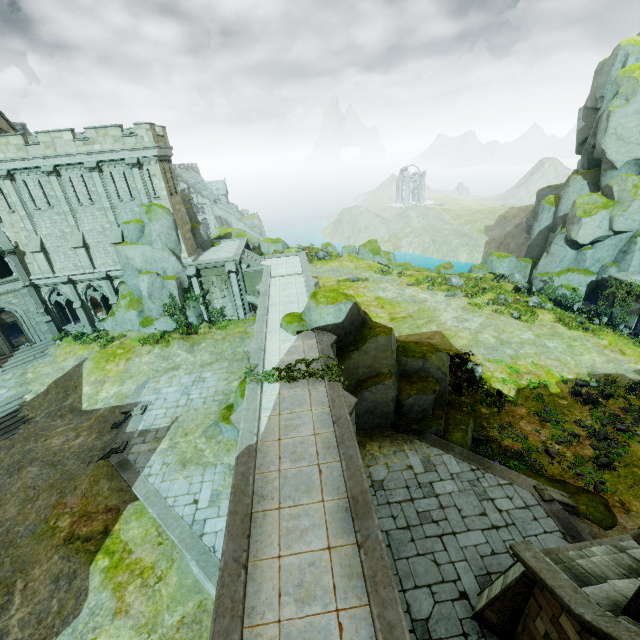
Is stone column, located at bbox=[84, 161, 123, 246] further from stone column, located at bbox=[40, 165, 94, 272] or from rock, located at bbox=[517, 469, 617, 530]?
rock, located at bbox=[517, 469, 617, 530]

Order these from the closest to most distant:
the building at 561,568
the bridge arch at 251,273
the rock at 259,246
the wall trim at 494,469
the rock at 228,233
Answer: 1. the building at 561,568
2. the wall trim at 494,469
3. the bridge arch at 251,273
4. the rock at 259,246
5. the rock at 228,233

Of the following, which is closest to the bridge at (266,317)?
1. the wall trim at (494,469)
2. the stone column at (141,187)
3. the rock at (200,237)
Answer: the wall trim at (494,469)

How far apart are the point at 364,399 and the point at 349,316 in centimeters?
470cm

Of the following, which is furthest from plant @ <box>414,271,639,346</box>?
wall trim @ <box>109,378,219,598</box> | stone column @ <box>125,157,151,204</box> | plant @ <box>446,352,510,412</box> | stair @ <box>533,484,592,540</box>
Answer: stone column @ <box>125,157,151,204</box>

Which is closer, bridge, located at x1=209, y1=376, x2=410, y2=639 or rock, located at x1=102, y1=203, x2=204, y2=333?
bridge, located at x1=209, y1=376, x2=410, y2=639

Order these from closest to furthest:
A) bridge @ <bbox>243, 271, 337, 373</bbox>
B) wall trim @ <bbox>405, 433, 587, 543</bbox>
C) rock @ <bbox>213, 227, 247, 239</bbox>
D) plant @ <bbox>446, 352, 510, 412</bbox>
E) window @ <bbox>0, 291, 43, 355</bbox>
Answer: wall trim @ <bbox>405, 433, 587, 543</bbox>
bridge @ <bbox>243, 271, 337, 373</bbox>
plant @ <bbox>446, 352, 510, 412</bbox>
window @ <bbox>0, 291, 43, 355</bbox>
rock @ <bbox>213, 227, 247, 239</bbox>

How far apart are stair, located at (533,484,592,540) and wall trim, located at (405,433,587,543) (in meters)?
0.01
